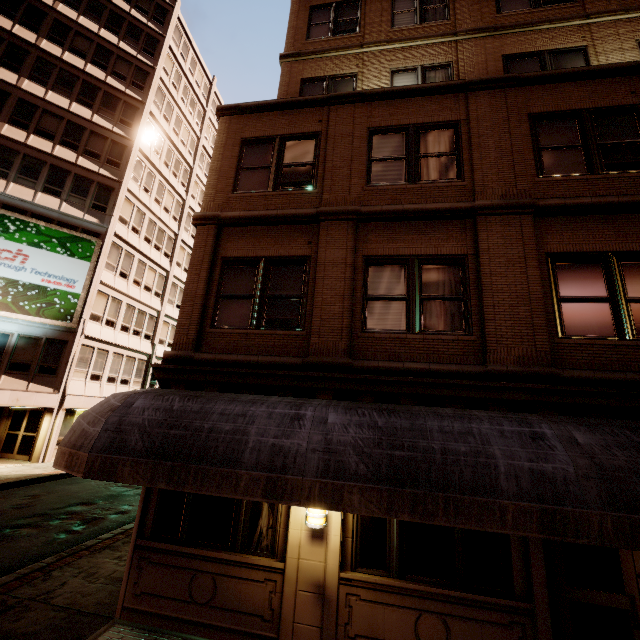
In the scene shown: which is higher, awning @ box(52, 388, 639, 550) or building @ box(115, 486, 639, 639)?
awning @ box(52, 388, 639, 550)

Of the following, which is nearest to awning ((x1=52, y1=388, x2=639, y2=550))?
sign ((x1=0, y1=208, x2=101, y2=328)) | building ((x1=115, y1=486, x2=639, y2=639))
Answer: building ((x1=115, y1=486, x2=639, y2=639))

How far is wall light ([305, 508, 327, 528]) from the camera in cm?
548

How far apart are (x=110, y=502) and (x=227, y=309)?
11.0m

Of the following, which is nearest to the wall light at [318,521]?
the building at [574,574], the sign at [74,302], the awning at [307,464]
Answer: the building at [574,574]

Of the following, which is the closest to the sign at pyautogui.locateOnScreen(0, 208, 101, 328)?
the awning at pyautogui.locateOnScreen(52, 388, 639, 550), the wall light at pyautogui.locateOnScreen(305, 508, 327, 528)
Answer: the awning at pyautogui.locateOnScreen(52, 388, 639, 550)

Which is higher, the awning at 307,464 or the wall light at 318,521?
the awning at 307,464

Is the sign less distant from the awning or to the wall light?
the awning
